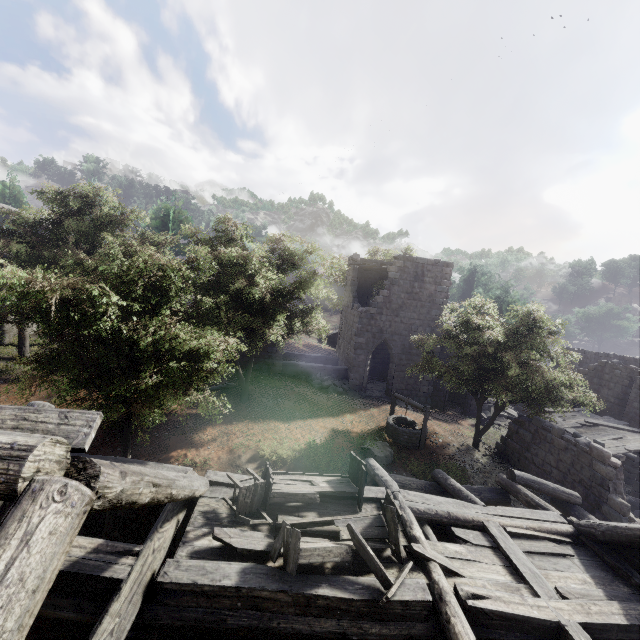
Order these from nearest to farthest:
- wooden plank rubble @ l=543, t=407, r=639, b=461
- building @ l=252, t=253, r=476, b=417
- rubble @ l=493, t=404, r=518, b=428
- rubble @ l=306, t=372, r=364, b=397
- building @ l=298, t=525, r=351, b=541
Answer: building @ l=298, t=525, r=351, b=541, wooden plank rubble @ l=543, t=407, r=639, b=461, rubble @ l=306, t=372, r=364, b=397, building @ l=252, t=253, r=476, b=417, rubble @ l=493, t=404, r=518, b=428

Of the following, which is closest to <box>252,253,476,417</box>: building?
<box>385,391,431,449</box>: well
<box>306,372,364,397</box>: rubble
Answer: <box>306,372,364,397</box>: rubble

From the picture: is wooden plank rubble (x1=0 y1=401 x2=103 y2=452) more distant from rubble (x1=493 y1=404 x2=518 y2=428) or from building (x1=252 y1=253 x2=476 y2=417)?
rubble (x1=493 y1=404 x2=518 y2=428)

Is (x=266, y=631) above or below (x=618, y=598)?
below

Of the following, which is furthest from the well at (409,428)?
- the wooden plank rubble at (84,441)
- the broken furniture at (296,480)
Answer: the wooden plank rubble at (84,441)

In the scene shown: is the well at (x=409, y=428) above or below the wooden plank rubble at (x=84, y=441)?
below

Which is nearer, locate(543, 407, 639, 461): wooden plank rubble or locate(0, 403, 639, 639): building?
locate(0, 403, 639, 639): building

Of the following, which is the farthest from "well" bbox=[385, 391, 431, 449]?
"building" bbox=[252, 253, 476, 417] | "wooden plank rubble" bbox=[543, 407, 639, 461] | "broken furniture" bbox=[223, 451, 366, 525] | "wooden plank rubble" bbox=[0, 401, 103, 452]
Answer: "wooden plank rubble" bbox=[0, 401, 103, 452]
